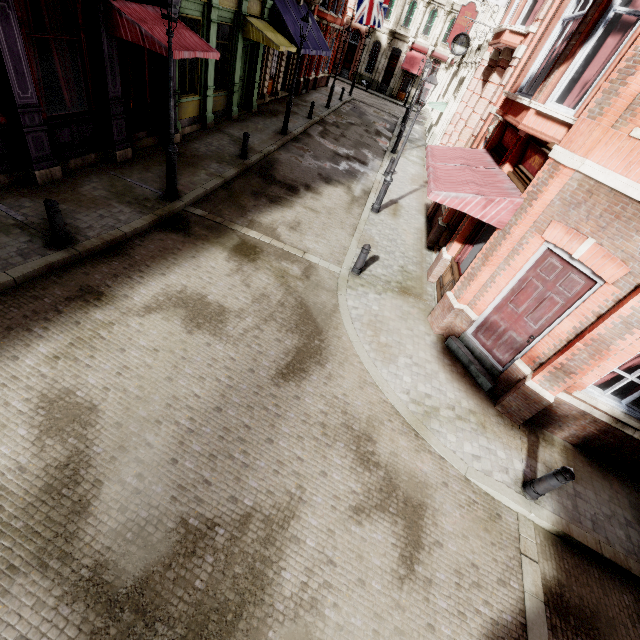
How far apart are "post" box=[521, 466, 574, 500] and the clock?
22.6m

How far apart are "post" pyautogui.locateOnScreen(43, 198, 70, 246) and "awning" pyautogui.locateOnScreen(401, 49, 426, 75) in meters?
44.6

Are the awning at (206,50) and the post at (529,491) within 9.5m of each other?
no

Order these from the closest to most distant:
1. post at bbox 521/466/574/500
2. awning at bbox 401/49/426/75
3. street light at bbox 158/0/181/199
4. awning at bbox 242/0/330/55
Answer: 1. post at bbox 521/466/574/500
2. street light at bbox 158/0/181/199
3. awning at bbox 242/0/330/55
4. awning at bbox 401/49/426/75

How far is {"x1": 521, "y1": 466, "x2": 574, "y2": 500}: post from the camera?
5.20m

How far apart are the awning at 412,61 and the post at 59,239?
44.6 meters

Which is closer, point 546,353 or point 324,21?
point 546,353

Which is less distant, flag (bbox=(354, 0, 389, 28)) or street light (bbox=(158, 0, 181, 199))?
street light (bbox=(158, 0, 181, 199))
